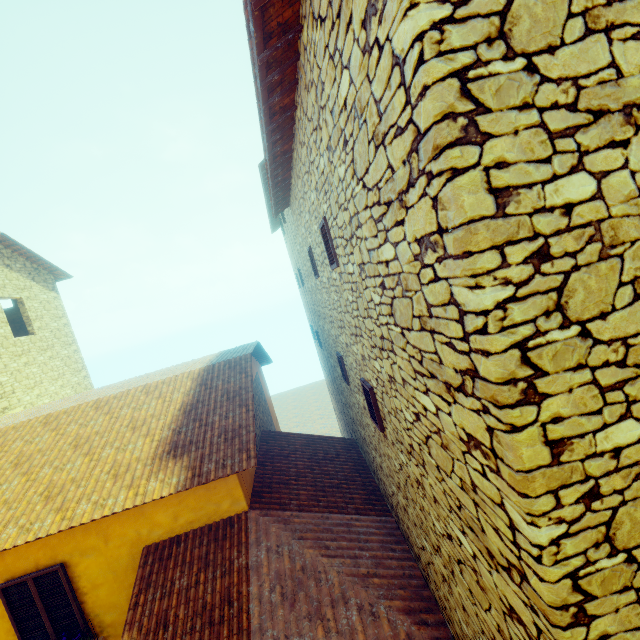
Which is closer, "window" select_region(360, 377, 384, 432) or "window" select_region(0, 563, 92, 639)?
"window" select_region(360, 377, 384, 432)

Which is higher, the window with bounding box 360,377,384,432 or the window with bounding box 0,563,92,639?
the window with bounding box 360,377,384,432

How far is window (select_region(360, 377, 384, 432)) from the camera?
4.7 meters

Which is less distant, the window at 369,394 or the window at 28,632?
the window at 369,394

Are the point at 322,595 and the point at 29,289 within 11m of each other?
no

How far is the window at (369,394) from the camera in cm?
467
